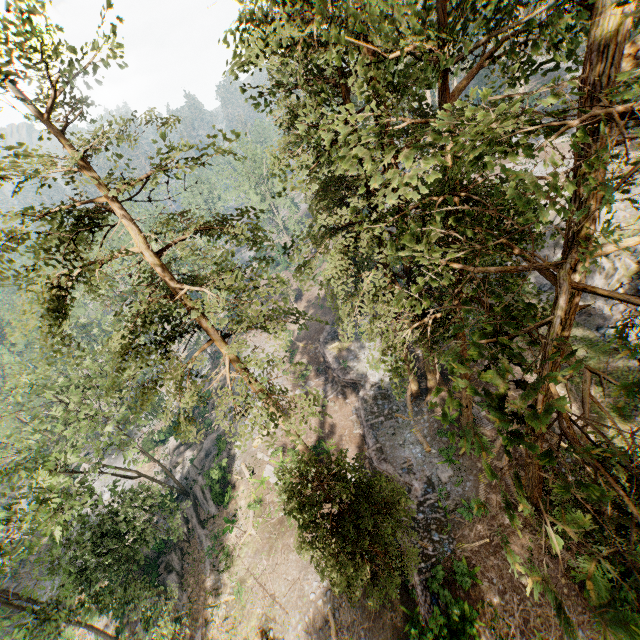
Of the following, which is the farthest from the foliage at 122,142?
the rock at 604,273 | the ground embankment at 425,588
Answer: the rock at 604,273

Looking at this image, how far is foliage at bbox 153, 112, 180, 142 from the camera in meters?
11.5 m

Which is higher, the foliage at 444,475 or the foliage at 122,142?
the foliage at 122,142

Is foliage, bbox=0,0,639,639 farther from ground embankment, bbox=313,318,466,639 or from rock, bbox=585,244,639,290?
rock, bbox=585,244,639,290

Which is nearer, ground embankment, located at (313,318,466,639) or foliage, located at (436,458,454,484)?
ground embankment, located at (313,318,466,639)

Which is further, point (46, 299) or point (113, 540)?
point (113, 540)
